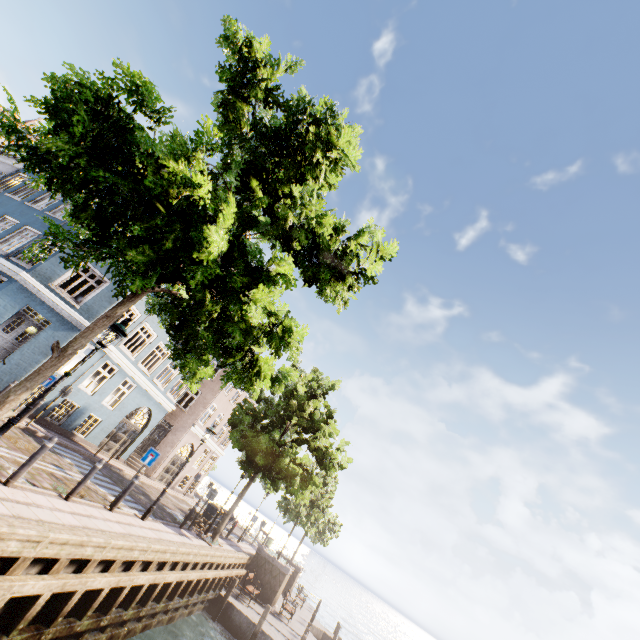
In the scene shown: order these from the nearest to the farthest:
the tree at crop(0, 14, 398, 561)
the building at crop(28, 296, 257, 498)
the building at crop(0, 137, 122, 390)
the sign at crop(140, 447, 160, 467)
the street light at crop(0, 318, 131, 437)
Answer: the tree at crop(0, 14, 398, 561) → the street light at crop(0, 318, 131, 437) → the sign at crop(140, 447, 160, 467) → the building at crop(0, 137, 122, 390) → the building at crop(28, 296, 257, 498)

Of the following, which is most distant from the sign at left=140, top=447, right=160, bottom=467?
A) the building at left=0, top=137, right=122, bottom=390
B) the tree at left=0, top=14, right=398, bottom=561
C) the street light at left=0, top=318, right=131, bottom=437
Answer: the building at left=0, top=137, right=122, bottom=390

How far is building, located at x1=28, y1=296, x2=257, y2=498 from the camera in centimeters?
1650cm

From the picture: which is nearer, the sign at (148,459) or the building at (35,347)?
the sign at (148,459)

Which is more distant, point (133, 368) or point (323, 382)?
point (323, 382)

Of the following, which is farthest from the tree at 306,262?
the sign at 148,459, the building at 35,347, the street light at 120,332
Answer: the building at 35,347

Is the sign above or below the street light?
below

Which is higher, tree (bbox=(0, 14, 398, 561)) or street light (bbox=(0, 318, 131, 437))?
tree (bbox=(0, 14, 398, 561))
